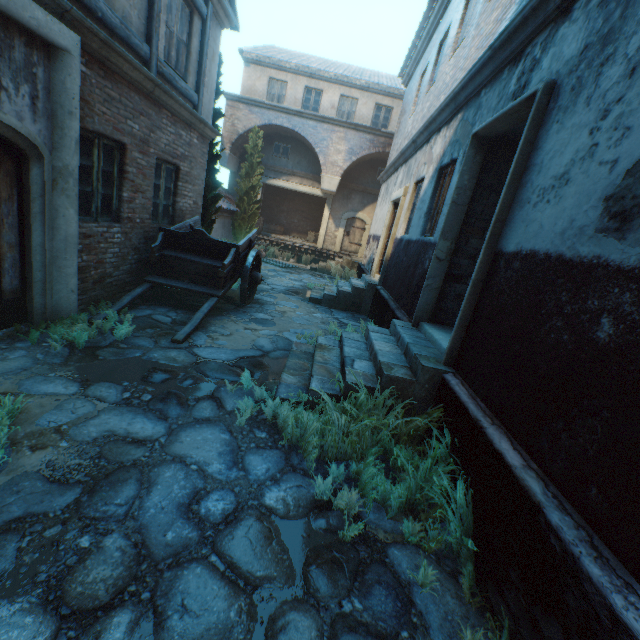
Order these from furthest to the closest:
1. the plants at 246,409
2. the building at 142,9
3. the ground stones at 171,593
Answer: the building at 142,9 → the plants at 246,409 → the ground stones at 171,593

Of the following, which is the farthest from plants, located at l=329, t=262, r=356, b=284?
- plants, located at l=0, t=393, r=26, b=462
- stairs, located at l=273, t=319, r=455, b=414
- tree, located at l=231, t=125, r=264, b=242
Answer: plants, located at l=0, t=393, r=26, b=462

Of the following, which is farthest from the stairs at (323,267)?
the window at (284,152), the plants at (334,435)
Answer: the plants at (334,435)

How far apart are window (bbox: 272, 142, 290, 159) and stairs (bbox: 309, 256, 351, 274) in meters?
6.3 m

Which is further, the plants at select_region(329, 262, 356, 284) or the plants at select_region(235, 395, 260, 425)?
the plants at select_region(329, 262, 356, 284)

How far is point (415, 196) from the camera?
8.2m

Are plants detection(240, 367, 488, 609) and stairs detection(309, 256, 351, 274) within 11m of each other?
no

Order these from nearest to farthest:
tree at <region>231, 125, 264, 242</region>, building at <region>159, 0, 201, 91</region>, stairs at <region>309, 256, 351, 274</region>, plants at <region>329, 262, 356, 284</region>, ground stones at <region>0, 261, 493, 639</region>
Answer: ground stones at <region>0, 261, 493, 639</region> → building at <region>159, 0, 201, 91</region> → plants at <region>329, 262, 356, 284</region> → tree at <region>231, 125, 264, 242</region> → stairs at <region>309, 256, 351, 274</region>
